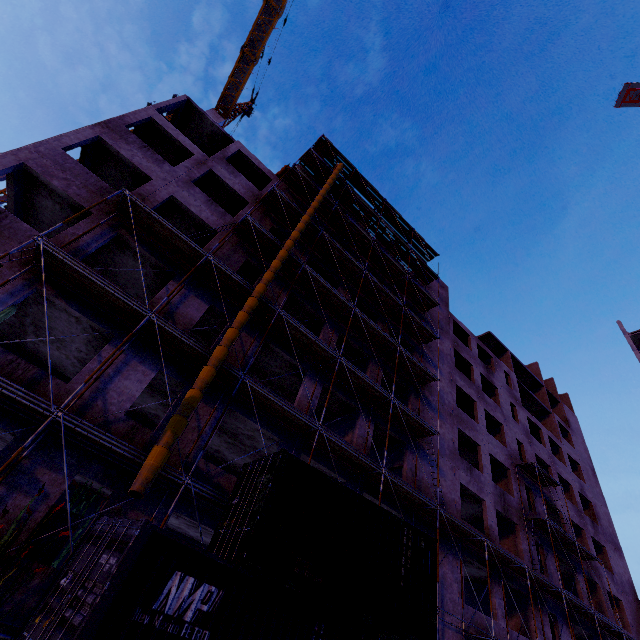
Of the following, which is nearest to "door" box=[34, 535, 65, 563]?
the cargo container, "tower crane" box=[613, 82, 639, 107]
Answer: → the cargo container

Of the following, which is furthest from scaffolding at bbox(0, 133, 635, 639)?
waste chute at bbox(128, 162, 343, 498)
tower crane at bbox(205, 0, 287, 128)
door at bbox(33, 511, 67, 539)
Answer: tower crane at bbox(205, 0, 287, 128)

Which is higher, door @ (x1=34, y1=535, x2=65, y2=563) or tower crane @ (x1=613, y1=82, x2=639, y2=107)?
tower crane @ (x1=613, y1=82, x2=639, y2=107)

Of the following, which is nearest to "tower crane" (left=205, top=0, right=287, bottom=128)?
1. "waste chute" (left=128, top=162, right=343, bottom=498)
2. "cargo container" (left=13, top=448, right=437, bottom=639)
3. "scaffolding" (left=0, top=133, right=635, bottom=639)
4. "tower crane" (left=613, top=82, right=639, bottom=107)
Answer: "scaffolding" (left=0, top=133, right=635, bottom=639)

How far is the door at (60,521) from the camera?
9.0 meters

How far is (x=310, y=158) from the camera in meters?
25.8 m

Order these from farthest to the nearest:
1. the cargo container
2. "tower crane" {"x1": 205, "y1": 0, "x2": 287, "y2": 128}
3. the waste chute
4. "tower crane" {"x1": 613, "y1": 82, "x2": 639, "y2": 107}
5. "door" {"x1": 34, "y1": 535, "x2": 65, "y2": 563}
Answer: "tower crane" {"x1": 613, "y1": 82, "x2": 639, "y2": 107}
"tower crane" {"x1": 205, "y1": 0, "x2": 287, "y2": 128}
"door" {"x1": 34, "y1": 535, "x2": 65, "y2": 563}
the waste chute
the cargo container

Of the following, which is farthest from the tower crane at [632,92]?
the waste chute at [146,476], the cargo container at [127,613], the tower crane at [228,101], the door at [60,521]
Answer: the door at [60,521]
